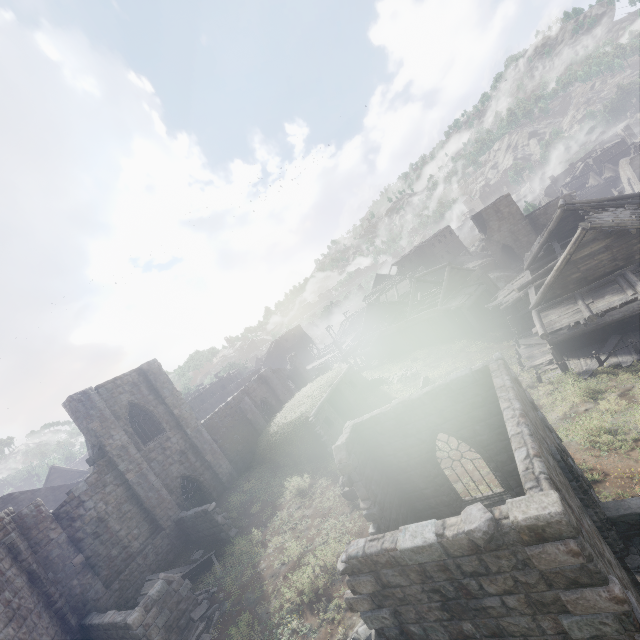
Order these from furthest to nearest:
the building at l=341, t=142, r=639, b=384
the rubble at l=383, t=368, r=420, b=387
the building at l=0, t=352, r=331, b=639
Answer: the rubble at l=383, t=368, r=420, b=387 → the building at l=341, t=142, r=639, b=384 → the building at l=0, t=352, r=331, b=639

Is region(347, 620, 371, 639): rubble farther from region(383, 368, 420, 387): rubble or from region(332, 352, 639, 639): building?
region(383, 368, 420, 387): rubble

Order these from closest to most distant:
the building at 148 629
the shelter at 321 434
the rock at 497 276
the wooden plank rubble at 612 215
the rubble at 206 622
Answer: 1. the rubble at 206 622
2. the building at 148 629
3. the wooden plank rubble at 612 215
4. the shelter at 321 434
5. the rock at 497 276

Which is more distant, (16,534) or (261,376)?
(261,376)

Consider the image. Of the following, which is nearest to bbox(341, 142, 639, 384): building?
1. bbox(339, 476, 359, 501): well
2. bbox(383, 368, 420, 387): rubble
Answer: bbox(339, 476, 359, 501): well

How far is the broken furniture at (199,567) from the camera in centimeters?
1582cm

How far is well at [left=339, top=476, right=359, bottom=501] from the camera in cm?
1614

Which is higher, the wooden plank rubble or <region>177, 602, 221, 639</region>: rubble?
the wooden plank rubble
